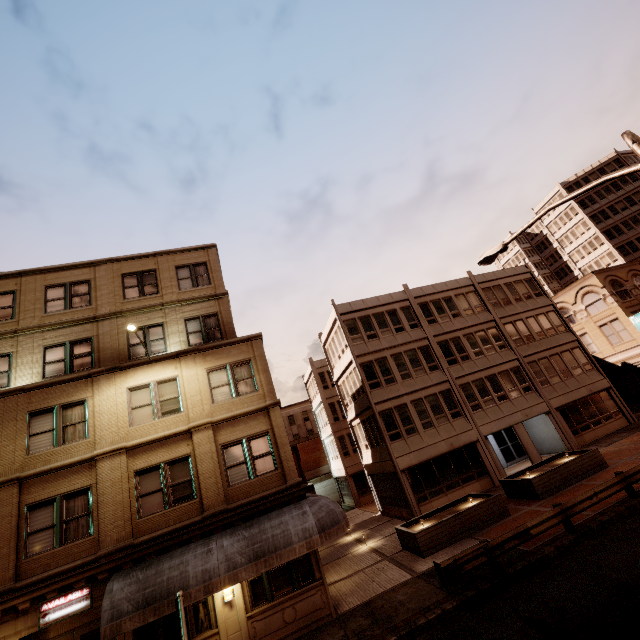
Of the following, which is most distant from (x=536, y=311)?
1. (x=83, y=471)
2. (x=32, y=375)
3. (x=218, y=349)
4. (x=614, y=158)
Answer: (x=614, y=158)

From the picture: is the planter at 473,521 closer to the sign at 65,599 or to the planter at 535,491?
the planter at 535,491

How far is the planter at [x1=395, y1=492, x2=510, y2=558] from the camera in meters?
14.5 m

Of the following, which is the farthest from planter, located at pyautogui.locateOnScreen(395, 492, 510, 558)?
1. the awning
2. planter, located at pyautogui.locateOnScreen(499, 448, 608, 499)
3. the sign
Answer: the sign

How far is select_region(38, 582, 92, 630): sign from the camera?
10.5 meters

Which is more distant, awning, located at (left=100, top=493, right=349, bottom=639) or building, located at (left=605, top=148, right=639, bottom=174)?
building, located at (left=605, top=148, right=639, bottom=174)

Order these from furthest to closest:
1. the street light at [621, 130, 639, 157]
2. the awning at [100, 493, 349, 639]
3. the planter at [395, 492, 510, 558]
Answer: the planter at [395, 492, 510, 558]
the awning at [100, 493, 349, 639]
the street light at [621, 130, 639, 157]

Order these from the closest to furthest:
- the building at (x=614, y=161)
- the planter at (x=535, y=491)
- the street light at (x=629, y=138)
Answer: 1. the street light at (x=629, y=138)
2. the planter at (x=535, y=491)
3. the building at (x=614, y=161)
